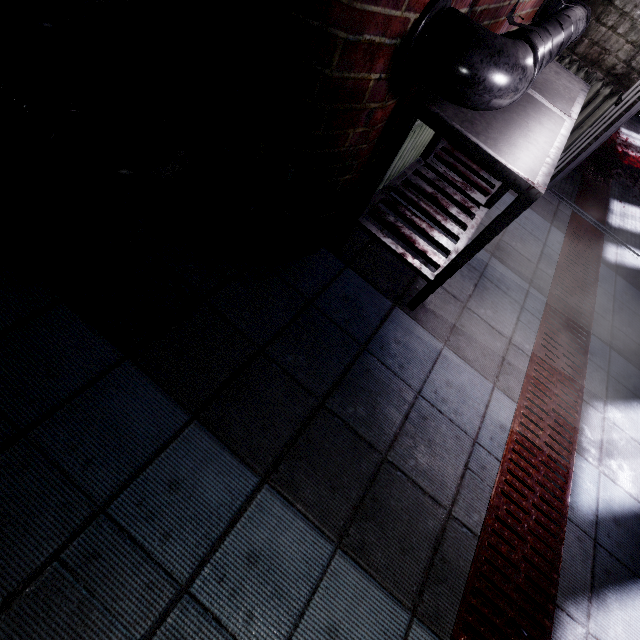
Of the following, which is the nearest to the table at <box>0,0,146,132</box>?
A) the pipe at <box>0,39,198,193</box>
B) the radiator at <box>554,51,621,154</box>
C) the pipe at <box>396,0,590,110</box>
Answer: the pipe at <box>0,39,198,193</box>

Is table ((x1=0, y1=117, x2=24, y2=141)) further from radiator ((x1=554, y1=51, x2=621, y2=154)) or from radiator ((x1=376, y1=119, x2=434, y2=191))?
radiator ((x1=554, y1=51, x2=621, y2=154))

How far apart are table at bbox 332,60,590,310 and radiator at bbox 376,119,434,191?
0.0m

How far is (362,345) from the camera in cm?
164

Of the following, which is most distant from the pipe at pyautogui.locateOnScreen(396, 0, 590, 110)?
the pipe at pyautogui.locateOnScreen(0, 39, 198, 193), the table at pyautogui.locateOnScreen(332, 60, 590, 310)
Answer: the pipe at pyautogui.locateOnScreen(0, 39, 198, 193)

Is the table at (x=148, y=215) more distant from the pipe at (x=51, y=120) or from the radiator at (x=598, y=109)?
the radiator at (x=598, y=109)

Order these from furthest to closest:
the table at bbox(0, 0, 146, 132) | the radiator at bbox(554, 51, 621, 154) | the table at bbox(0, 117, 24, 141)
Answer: the radiator at bbox(554, 51, 621, 154) → the table at bbox(0, 117, 24, 141) → the table at bbox(0, 0, 146, 132)

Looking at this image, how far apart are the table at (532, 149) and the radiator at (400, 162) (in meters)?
0.05
